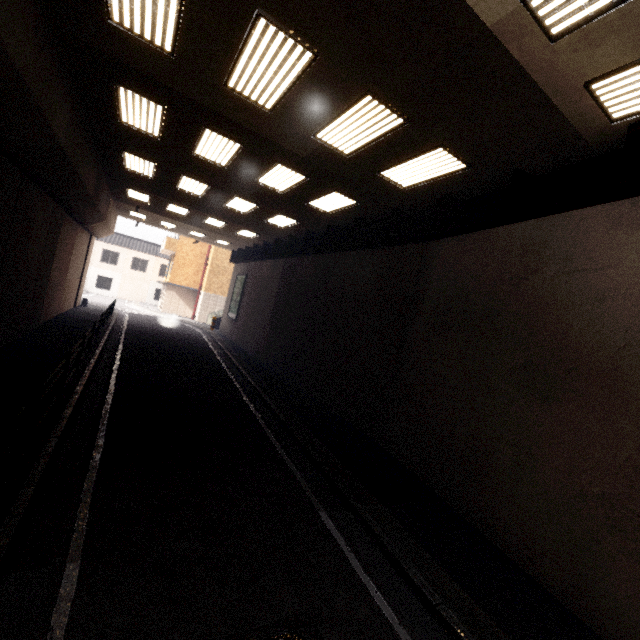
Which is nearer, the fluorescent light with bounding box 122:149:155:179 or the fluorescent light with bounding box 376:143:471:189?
the fluorescent light with bounding box 376:143:471:189

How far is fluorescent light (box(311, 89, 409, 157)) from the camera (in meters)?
5.63

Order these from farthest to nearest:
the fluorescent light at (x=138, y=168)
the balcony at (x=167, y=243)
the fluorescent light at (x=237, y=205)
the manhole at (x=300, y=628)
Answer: the balcony at (x=167, y=243) → the fluorescent light at (x=237, y=205) → the fluorescent light at (x=138, y=168) → the manhole at (x=300, y=628)

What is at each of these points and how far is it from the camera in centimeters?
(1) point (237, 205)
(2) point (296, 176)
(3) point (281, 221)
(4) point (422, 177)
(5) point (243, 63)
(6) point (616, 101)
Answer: (1) fluorescent light, 1363cm
(2) fluorescent light, 934cm
(3) fluorescent light, 1449cm
(4) fluorescent light, 770cm
(5) fluorescent light, 538cm
(6) fluorescent light, 443cm

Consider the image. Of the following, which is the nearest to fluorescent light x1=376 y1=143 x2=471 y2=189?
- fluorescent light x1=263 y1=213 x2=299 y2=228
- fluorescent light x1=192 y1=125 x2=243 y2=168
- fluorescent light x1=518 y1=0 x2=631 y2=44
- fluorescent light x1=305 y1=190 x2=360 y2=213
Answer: fluorescent light x1=305 y1=190 x2=360 y2=213

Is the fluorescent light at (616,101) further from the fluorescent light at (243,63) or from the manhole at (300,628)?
the manhole at (300,628)

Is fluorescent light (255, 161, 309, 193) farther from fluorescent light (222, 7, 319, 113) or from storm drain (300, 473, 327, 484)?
storm drain (300, 473, 327, 484)

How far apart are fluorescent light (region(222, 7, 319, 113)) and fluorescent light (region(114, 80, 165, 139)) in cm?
217
